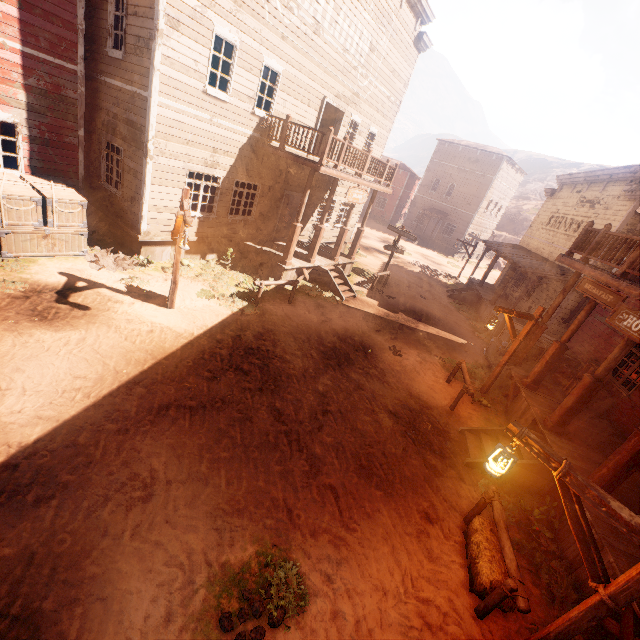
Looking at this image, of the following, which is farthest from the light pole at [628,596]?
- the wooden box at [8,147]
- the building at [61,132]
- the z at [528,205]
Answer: the wooden box at [8,147]

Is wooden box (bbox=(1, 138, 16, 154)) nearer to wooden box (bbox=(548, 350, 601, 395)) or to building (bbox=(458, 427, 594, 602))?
building (bbox=(458, 427, 594, 602))

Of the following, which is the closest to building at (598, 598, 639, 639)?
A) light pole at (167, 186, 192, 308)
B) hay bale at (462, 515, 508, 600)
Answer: hay bale at (462, 515, 508, 600)

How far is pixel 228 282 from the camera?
12.0 meters

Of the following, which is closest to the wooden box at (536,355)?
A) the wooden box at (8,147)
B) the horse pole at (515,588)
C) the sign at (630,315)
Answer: the sign at (630,315)

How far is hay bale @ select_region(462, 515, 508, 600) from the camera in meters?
4.8

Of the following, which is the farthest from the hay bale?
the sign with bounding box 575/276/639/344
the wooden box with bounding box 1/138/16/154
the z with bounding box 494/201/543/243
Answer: the wooden box with bounding box 1/138/16/154

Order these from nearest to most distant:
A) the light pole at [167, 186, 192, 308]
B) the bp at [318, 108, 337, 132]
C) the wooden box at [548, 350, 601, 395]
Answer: the light pole at [167, 186, 192, 308] → the wooden box at [548, 350, 601, 395] → the bp at [318, 108, 337, 132]
